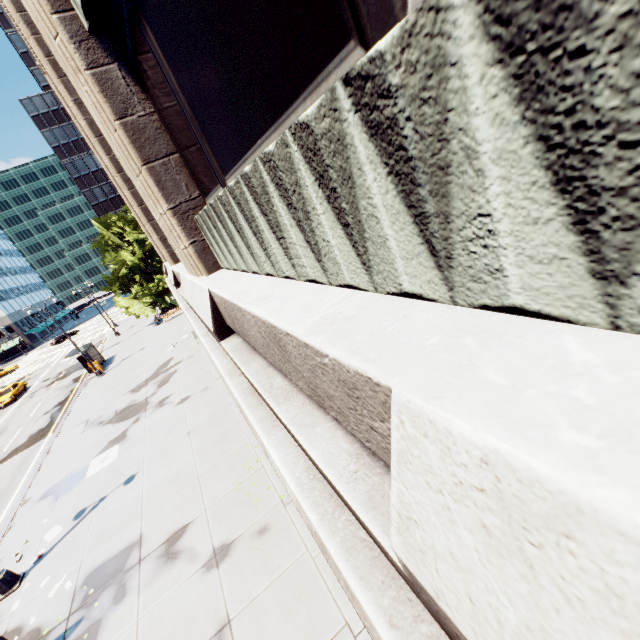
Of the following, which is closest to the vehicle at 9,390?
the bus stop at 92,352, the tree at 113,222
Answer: the bus stop at 92,352

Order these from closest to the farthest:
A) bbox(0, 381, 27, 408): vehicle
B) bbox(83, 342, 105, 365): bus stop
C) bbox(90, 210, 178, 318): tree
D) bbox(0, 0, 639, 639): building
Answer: bbox(0, 0, 639, 639): building
bbox(83, 342, 105, 365): bus stop
bbox(0, 381, 27, 408): vehicle
bbox(90, 210, 178, 318): tree

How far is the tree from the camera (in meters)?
35.19

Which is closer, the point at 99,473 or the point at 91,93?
the point at 91,93

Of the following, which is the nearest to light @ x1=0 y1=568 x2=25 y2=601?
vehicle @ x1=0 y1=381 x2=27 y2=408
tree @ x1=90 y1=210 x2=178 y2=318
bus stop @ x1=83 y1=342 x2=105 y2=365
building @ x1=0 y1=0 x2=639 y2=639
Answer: bus stop @ x1=83 y1=342 x2=105 y2=365

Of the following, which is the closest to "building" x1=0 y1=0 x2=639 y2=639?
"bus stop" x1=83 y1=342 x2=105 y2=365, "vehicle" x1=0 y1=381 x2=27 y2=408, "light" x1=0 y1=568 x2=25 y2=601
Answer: "light" x1=0 y1=568 x2=25 y2=601

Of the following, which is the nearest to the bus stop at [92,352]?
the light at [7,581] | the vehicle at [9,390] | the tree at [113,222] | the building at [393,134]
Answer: the light at [7,581]

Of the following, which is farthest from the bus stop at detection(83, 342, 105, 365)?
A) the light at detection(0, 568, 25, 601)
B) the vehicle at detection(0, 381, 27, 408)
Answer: the vehicle at detection(0, 381, 27, 408)
